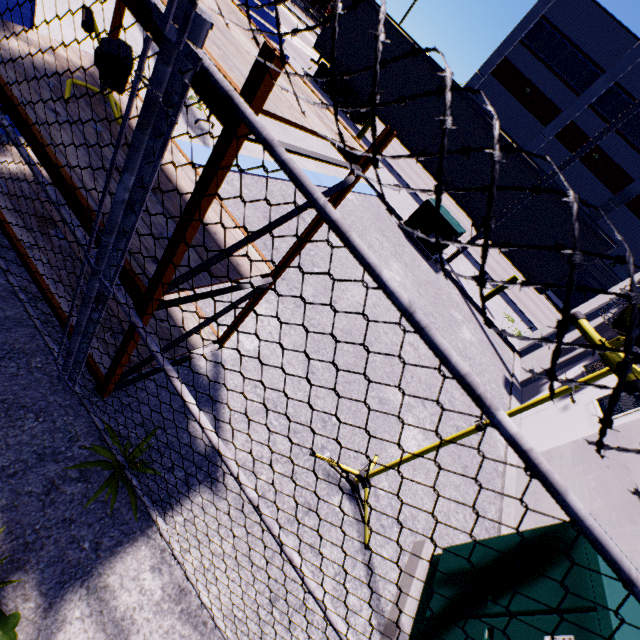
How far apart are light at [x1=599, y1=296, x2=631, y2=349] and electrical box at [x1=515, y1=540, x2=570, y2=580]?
0.42m

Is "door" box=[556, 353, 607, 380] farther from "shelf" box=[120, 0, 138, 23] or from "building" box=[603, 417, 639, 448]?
"shelf" box=[120, 0, 138, 23]

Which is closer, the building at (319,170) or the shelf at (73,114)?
the shelf at (73,114)

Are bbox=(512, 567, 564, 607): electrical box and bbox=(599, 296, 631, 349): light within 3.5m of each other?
yes

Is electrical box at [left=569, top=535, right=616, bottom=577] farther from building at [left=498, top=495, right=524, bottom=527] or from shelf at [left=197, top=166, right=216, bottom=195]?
shelf at [left=197, top=166, right=216, bottom=195]

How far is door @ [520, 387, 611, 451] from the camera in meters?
5.1

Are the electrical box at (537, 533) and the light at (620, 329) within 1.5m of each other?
yes

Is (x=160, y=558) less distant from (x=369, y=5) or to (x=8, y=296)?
(x=8, y=296)
